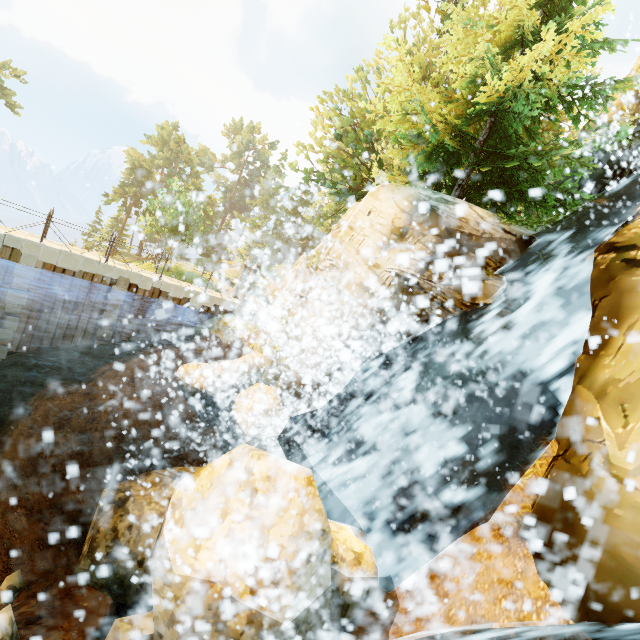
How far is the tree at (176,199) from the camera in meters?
32.5 m

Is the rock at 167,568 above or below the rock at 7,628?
above

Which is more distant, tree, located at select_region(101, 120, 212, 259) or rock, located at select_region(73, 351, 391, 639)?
tree, located at select_region(101, 120, 212, 259)

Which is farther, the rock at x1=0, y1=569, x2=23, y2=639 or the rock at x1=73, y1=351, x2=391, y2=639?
the rock at x1=0, y1=569, x2=23, y2=639

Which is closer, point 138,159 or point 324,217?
point 324,217

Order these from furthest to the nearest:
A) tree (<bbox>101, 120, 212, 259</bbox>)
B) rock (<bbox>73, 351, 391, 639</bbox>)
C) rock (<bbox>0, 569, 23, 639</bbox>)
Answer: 1. tree (<bbox>101, 120, 212, 259</bbox>)
2. rock (<bbox>0, 569, 23, 639</bbox>)
3. rock (<bbox>73, 351, 391, 639</bbox>)

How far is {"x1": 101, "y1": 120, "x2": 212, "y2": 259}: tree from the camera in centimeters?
3250cm

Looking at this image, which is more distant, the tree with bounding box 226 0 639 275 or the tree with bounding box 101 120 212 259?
the tree with bounding box 101 120 212 259
